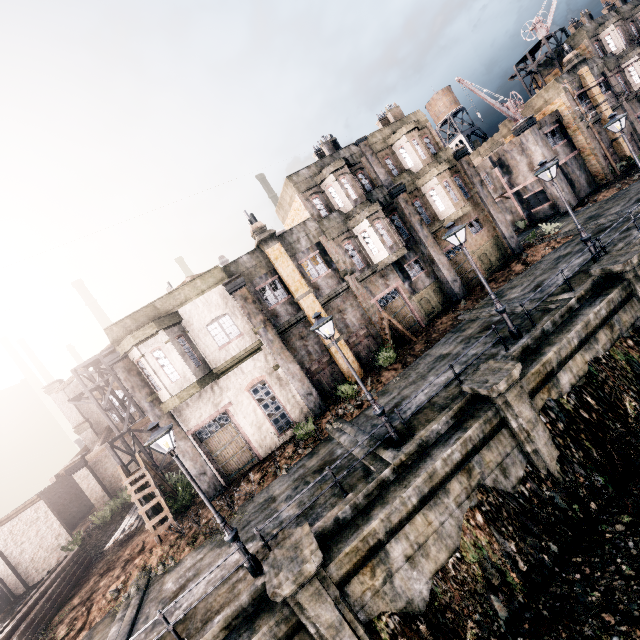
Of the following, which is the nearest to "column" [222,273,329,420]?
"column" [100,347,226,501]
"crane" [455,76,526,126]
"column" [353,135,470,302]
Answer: "column" [100,347,226,501]

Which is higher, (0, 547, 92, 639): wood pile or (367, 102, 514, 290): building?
(367, 102, 514, 290): building

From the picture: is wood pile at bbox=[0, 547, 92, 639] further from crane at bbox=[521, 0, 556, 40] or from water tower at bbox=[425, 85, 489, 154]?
water tower at bbox=[425, 85, 489, 154]

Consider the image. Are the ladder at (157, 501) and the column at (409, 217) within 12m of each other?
no

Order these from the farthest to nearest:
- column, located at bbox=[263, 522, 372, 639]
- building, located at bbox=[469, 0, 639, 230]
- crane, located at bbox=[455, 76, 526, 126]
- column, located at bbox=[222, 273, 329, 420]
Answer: building, located at bbox=[469, 0, 639, 230], crane, located at bbox=[455, 76, 526, 126], column, located at bbox=[222, 273, 329, 420], column, located at bbox=[263, 522, 372, 639]

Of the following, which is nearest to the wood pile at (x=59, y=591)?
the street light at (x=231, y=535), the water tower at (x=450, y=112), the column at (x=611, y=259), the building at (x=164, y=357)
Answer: the building at (x=164, y=357)

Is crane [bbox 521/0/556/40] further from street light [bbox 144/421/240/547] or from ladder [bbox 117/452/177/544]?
ladder [bbox 117/452/177/544]

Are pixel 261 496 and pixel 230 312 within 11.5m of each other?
yes
